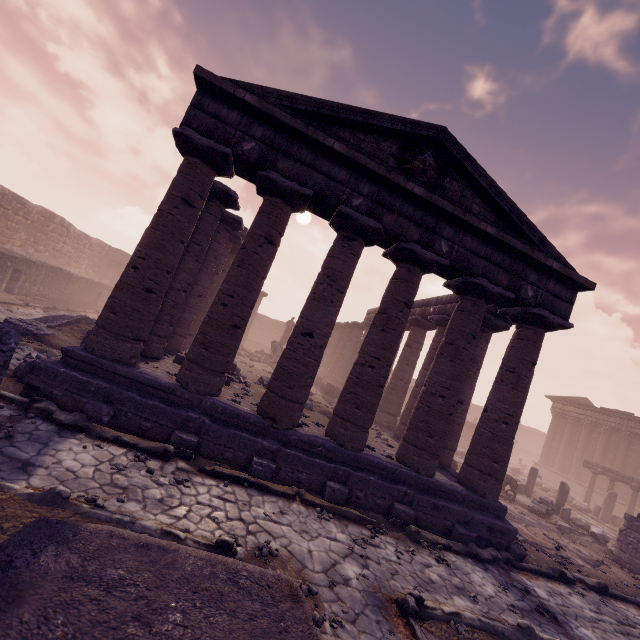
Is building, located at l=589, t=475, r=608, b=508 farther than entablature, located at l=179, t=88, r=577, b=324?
Yes

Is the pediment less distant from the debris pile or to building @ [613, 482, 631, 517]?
the debris pile

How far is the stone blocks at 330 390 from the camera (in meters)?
18.81

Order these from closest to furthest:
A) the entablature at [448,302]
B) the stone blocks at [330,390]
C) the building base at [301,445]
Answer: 1. the building base at [301,445]
2. the entablature at [448,302]
3. the stone blocks at [330,390]

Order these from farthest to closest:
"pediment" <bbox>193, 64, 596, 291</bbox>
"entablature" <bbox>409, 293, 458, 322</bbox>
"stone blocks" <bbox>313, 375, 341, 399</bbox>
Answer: "stone blocks" <bbox>313, 375, 341, 399</bbox> < "entablature" <bbox>409, 293, 458, 322</bbox> < "pediment" <bbox>193, 64, 596, 291</bbox>

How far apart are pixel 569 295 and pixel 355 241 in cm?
658

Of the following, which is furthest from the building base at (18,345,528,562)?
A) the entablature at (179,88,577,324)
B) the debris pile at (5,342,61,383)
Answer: the entablature at (179,88,577,324)

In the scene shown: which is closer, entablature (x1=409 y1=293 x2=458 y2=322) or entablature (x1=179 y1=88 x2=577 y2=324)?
entablature (x1=179 y1=88 x2=577 y2=324)
